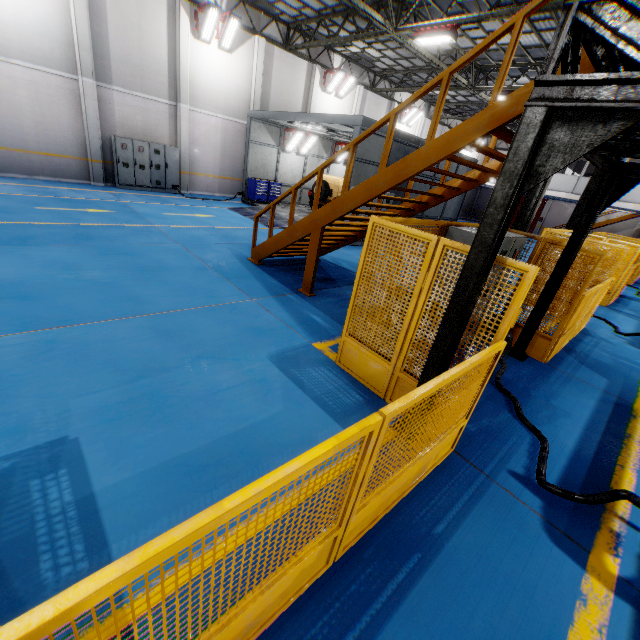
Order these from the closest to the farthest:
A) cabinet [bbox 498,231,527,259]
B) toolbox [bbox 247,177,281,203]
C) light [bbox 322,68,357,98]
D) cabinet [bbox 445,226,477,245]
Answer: cabinet [bbox 445,226,477,245]
cabinet [bbox 498,231,527,259]
toolbox [bbox 247,177,281,203]
light [bbox 322,68,357,98]

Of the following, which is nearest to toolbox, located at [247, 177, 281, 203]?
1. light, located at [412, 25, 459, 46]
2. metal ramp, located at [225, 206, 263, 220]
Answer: metal ramp, located at [225, 206, 263, 220]

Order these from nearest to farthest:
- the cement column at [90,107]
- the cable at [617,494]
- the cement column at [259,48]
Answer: the cable at [617,494]
the cement column at [90,107]
the cement column at [259,48]

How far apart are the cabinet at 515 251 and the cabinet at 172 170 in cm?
1563

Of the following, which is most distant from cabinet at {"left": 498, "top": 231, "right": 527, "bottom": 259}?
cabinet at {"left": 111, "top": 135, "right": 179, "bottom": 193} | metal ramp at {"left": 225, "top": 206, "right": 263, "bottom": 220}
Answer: cabinet at {"left": 111, "top": 135, "right": 179, "bottom": 193}

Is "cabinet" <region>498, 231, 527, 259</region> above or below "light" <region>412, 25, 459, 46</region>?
below

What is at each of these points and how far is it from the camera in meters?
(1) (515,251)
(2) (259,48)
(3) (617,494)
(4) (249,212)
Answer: (1) cabinet, 6.0
(2) cement column, 16.8
(3) cable, 3.0
(4) metal ramp, 15.4

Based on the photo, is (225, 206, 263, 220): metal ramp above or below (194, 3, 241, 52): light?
below
